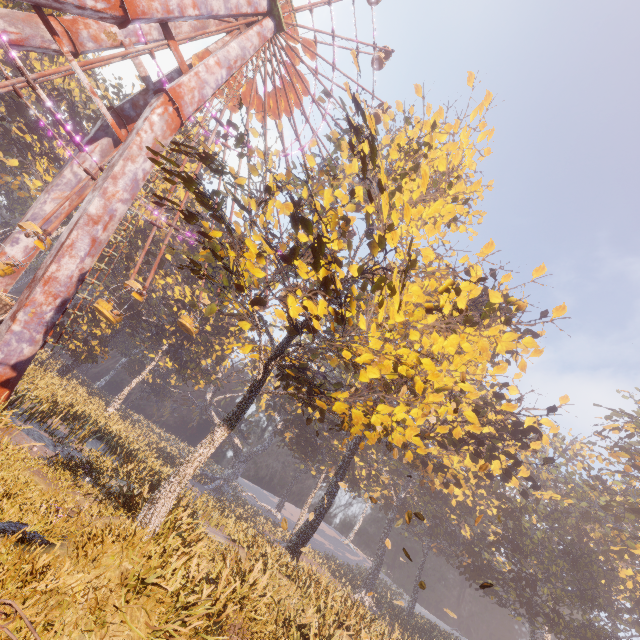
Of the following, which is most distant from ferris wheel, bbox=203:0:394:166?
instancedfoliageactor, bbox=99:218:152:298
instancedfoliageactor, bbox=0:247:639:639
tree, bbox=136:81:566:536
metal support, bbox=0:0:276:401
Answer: instancedfoliageactor, bbox=0:247:639:639

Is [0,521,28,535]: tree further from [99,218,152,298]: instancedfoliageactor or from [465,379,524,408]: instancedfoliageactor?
[99,218,152,298]: instancedfoliageactor

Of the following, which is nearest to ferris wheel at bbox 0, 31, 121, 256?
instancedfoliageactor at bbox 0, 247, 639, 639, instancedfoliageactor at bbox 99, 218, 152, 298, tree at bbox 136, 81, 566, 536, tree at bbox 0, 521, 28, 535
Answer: instancedfoliageactor at bbox 99, 218, 152, 298

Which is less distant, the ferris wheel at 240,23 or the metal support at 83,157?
the metal support at 83,157

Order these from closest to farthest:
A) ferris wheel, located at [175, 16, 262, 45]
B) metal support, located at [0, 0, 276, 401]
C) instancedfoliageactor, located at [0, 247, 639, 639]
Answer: instancedfoliageactor, located at [0, 247, 639, 639] < metal support, located at [0, 0, 276, 401] < ferris wheel, located at [175, 16, 262, 45]

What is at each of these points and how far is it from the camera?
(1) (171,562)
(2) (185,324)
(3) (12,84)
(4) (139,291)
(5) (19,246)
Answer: (1) instancedfoliageactor, 9.7m
(2) ferris wheel, 23.1m
(3) ferris wheel, 13.5m
(4) ferris wheel, 20.0m
(5) metal support, 17.8m

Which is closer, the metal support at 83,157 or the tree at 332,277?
the tree at 332,277

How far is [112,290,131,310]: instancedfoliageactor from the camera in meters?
40.0 m
